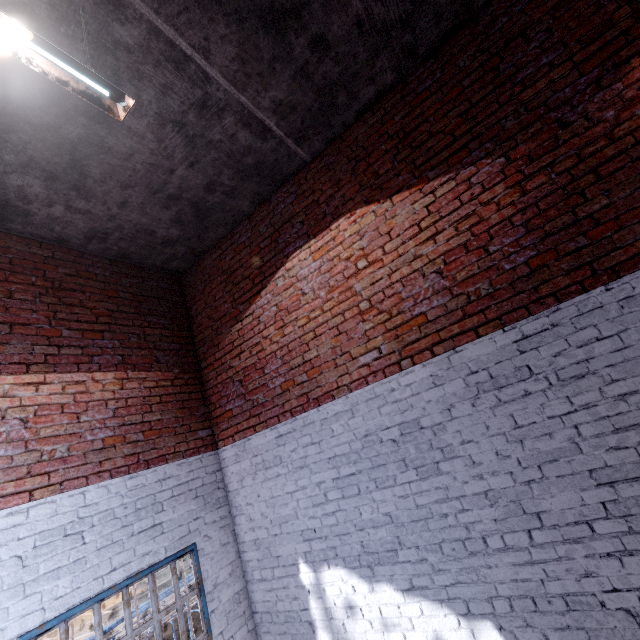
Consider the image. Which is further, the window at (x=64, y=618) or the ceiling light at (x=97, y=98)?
the window at (x=64, y=618)

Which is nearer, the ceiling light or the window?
the ceiling light

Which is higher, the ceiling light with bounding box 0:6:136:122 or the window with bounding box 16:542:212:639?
the ceiling light with bounding box 0:6:136:122

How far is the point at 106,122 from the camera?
3.06m

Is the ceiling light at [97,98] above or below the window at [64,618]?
above
